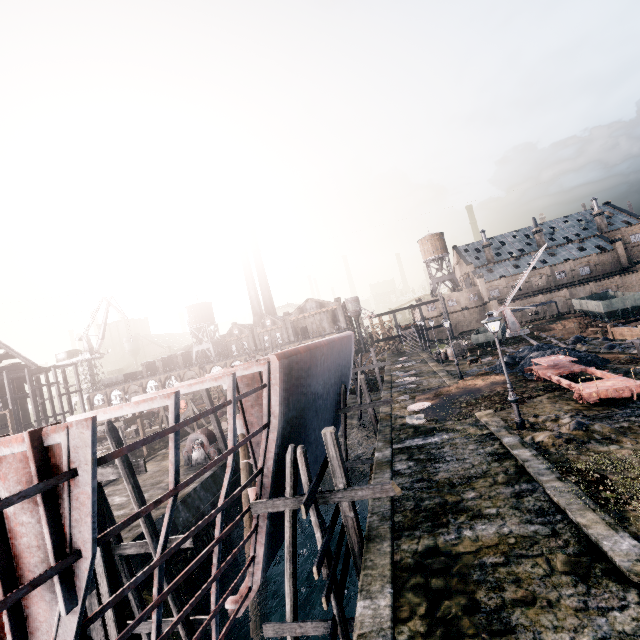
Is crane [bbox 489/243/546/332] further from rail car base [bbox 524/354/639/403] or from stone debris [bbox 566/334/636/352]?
rail car base [bbox 524/354/639/403]

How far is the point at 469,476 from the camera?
12.7m

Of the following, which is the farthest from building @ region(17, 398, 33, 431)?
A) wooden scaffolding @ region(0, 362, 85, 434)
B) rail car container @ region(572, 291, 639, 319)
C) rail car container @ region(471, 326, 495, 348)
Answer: rail car container @ region(572, 291, 639, 319)

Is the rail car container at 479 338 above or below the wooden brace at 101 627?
A: above

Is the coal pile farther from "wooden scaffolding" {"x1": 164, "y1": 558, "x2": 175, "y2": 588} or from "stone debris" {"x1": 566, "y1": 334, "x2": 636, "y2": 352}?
"wooden scaffolding" {"x1": 164, "y1": 558, "x2": 175, "y2": 588}

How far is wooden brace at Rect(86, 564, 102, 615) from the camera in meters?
11.3

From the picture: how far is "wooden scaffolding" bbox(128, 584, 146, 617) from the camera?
11.5m

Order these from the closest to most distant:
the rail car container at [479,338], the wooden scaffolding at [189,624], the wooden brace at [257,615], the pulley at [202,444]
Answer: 1. the wooden scaffolding at [189,624]
2. the wooden brace at [257,615]
3. the pulley at [202,444]
4. the rail car container at [479,338]
